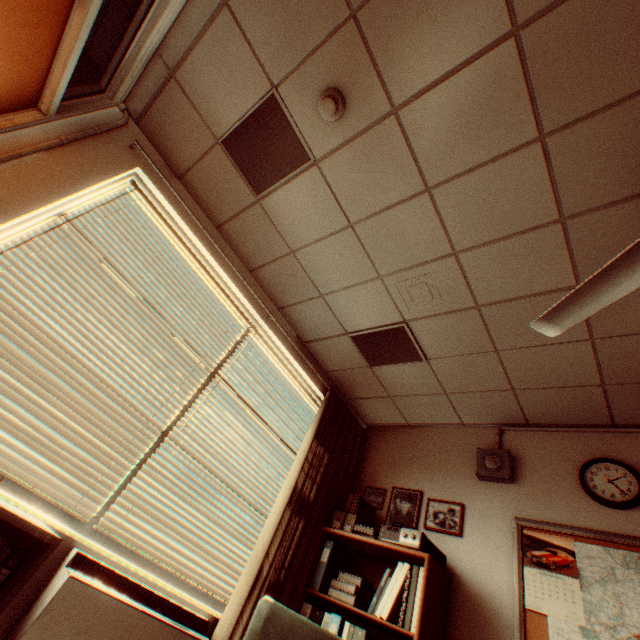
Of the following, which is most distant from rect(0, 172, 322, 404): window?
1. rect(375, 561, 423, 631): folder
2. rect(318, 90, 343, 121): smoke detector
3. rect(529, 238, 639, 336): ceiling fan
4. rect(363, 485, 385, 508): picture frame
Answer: rect(529, 238, 639, 336): ceiling fan

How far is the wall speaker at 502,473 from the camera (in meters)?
3.09

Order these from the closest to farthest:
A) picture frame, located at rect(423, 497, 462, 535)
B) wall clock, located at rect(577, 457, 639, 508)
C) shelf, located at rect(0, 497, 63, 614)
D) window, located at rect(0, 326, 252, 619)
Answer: shelf, located at rect(0, 497, 63, 614), window, located at rect(0, 326, 252, 619), wall clock, located at rect(577, 457, 639, 508), picture frame, located at rect(423, 497, 462, 535)

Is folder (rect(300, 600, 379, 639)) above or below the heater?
above

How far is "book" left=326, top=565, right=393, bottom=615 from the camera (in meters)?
2.60

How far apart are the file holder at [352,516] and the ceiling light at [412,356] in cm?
134

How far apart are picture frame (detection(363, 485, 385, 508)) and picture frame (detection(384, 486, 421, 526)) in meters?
0.1 m

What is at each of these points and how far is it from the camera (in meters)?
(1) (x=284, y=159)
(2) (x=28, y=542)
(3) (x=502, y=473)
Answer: (1) ceiling light, 2.50
(2) shelf, 1.70
(3) wall speaker, 3.09
